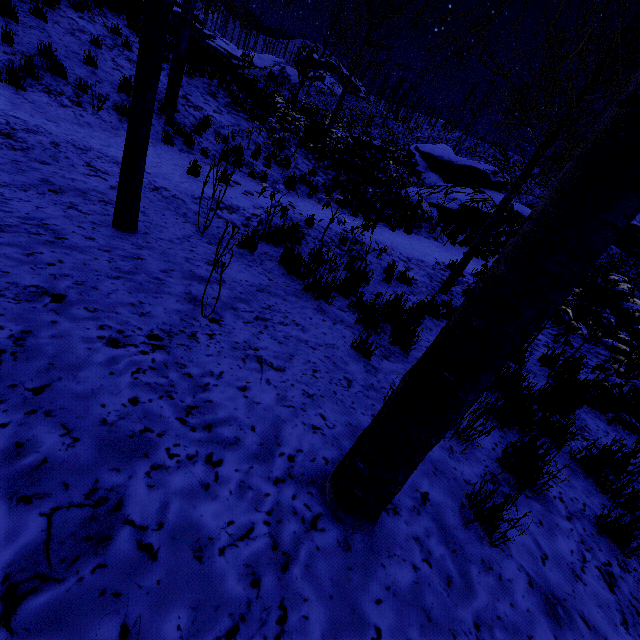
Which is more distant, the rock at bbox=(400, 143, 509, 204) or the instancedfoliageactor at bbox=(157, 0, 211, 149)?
the rock at bbox=(400, 143, 509, 204)

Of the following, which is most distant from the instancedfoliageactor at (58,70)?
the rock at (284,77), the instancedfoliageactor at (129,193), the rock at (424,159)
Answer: the rock at (284,77)

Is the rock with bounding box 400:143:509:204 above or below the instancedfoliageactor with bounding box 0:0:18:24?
above

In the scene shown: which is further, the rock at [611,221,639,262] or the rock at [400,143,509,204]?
the rock at [611,221,639,262]

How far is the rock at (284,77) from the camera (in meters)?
58.47

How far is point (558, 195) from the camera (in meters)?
0.91

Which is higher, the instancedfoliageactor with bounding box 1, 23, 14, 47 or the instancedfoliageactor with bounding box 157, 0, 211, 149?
the instancedfoliageactor with bounding box 157, 0, 211, 149

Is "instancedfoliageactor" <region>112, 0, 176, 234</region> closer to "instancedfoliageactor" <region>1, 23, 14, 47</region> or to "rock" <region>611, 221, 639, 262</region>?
"instancedfoliageactor" <region>1, 23, 14, 47</region>
